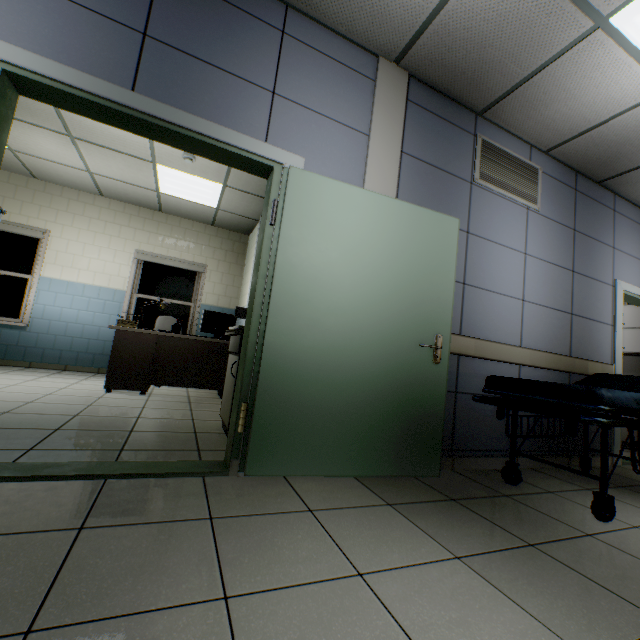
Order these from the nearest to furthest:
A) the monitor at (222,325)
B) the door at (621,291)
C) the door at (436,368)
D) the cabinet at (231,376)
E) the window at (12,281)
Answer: the door at (436,368)
the cabinet at (231,376)
the door at (621,291)
the monitor at (222,325)
the window at (12,281)

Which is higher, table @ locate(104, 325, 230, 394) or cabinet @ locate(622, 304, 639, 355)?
cabinet @ locate(622, 304, 639, 355)

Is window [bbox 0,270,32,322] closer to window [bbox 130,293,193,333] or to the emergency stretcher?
window [bbox 130,293,193,333]

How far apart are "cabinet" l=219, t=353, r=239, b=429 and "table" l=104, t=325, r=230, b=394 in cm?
152

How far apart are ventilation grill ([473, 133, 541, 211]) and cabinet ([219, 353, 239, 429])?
2.7m

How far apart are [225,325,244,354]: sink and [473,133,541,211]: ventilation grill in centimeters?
225cm

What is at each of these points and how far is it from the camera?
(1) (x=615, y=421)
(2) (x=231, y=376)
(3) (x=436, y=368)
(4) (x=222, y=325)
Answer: (1) emergency stretcher, 1.9 meters
(2) cabinet, 2.9 meters
(3) door, 2.4 meters
(4) monitor, 4.9 meters

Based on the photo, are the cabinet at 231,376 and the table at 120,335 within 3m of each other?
yes
